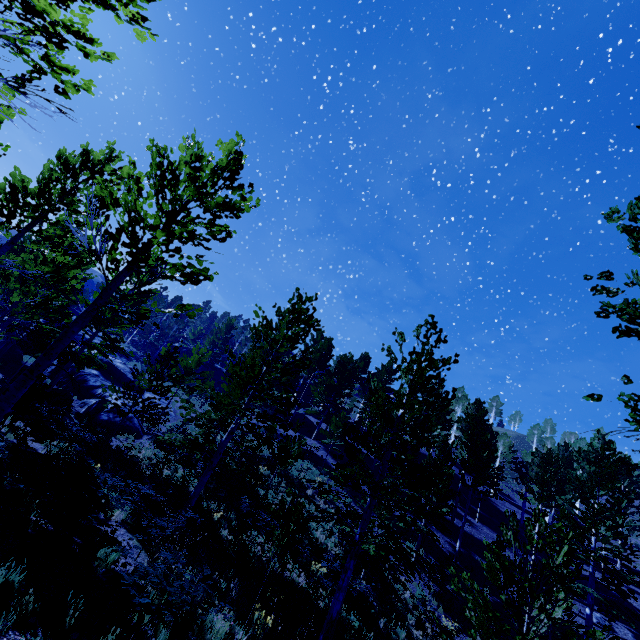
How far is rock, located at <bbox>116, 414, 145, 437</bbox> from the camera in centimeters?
1888cm

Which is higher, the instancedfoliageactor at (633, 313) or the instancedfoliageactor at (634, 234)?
the instancedfoliageactor at (634, 234)

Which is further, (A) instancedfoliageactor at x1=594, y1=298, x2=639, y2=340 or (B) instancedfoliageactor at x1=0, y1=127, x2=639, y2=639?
(B) instancedfoliageactor at x1=0, y1=127, x2=639, y2=639

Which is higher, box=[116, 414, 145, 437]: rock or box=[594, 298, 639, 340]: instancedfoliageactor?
box=[594, 298, 639, 340]: instancedfoliageactor

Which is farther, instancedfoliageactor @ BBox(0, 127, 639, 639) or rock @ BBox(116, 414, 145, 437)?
rock @ BBox(116, 414, 145, 437)

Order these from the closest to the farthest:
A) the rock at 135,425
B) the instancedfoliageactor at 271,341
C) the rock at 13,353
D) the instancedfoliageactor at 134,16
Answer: the instancedfoliageactor at 134,16, the instancedfoliageactor at 271,341, the rock at 135,425, the rock at 13,353

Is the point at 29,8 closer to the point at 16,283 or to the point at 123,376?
the point at 16,283
